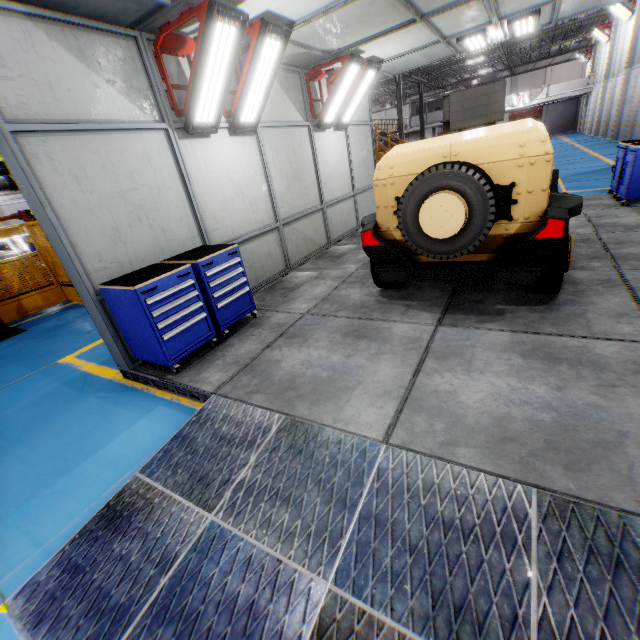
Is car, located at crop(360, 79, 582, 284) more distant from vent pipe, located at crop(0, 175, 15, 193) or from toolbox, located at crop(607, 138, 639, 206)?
vent pipe, located at crop(0, 175, 15, 193)

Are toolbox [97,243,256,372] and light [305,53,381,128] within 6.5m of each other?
yes

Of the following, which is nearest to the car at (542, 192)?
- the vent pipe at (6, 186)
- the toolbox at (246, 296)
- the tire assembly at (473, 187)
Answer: the tire assembly at (473, 187)

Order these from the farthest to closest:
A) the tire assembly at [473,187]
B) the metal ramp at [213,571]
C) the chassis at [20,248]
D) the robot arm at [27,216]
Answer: the chassis at [20,248], the robot arm at [27,216], the tire assembly at [473,187], the metal ramp at [213,571]

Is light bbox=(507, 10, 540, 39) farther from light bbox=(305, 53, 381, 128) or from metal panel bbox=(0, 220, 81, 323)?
metal panel bbox=(0, 220, 81, 323)

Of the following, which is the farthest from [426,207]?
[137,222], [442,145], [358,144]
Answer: [358,144]

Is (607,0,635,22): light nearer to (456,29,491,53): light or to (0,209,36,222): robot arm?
(456,29,491,53): light

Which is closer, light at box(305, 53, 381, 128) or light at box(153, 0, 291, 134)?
light at box(153, 0, 291, 134)
